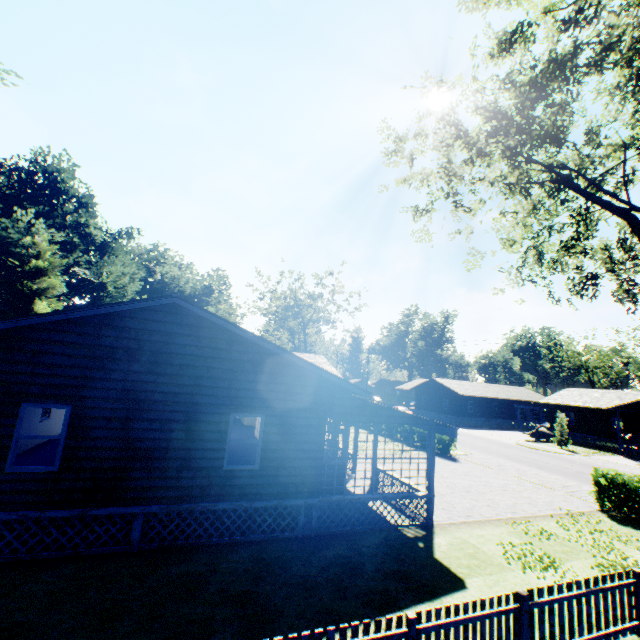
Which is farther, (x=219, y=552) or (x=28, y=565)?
(x=219, y=552)

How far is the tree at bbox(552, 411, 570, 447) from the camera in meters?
32.9

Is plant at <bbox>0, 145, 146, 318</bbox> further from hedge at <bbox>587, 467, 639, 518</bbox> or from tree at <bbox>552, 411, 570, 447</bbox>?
tree at <bbox>552, 411, 570, 447</bbox>

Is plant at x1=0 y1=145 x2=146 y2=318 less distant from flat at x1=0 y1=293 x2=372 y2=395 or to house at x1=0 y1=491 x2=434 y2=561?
flat at x1=0 y1=293 x2=372 y2=395

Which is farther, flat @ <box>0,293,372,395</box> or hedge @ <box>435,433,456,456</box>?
hedge @ <box>435,433,456,456</box>

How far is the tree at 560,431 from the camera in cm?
3294

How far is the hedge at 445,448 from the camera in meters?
24.1

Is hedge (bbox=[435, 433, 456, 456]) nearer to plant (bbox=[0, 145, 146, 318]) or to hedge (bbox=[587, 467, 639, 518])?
hedge (bbox=[587, 467, 639, 518])
